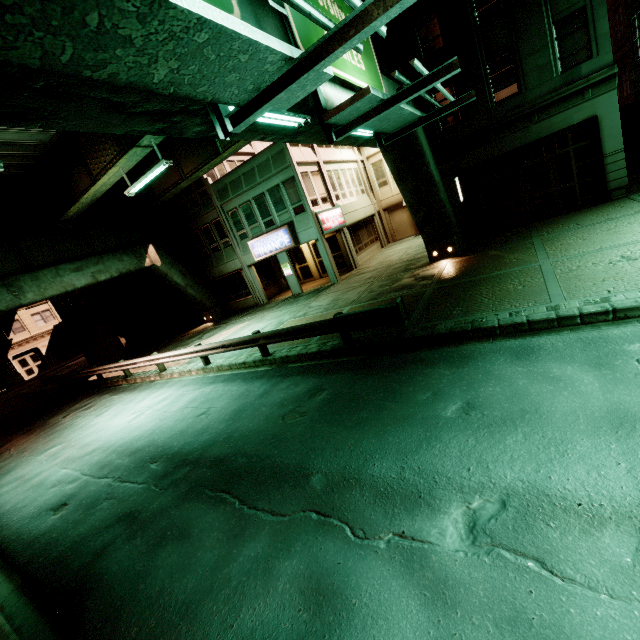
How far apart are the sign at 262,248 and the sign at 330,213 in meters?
1.7 m

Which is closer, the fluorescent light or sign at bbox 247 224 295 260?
the fluorescent light

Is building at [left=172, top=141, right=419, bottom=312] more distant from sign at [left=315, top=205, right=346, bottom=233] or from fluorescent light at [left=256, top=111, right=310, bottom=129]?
fluorescent light at [left=256, top=111, right=310, bottom=129]

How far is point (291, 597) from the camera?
3.57m

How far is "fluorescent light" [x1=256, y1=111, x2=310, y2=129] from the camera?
5.2m

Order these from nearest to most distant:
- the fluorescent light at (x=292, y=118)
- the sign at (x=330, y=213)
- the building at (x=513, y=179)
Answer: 1. the fluorescent light at (x=292, y=118)
2. the building at (x=513, y=179)
3. the sign at (x=330, y=213)

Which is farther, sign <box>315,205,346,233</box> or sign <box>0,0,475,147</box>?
sign <box>315,205,346,233</box>

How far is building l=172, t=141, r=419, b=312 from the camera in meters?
19.9
